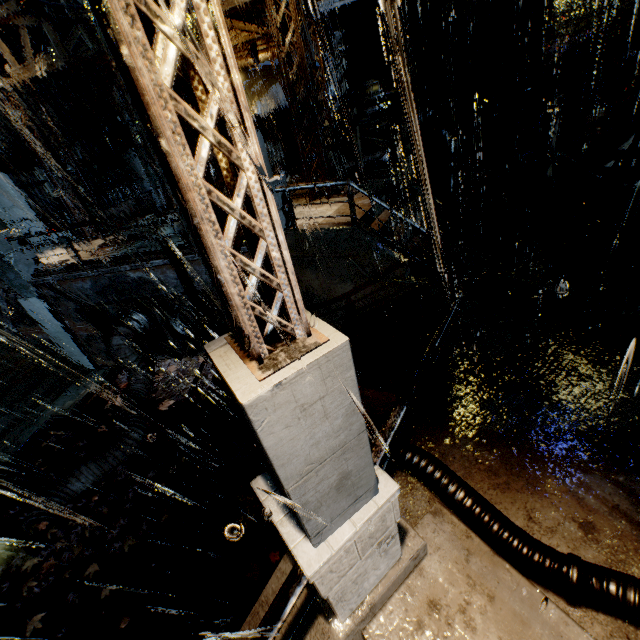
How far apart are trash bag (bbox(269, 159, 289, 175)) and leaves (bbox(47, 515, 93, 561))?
16.7 meters

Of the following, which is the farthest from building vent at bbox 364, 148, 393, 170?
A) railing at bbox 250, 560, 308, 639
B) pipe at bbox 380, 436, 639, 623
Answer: railing at bbox 250, 560, 308, 639

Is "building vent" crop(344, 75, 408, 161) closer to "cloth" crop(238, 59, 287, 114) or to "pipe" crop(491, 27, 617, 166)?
"cloth" crop(238, 59, 287, 114)

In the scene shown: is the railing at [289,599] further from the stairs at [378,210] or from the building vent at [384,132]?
the building vent at [384,132]

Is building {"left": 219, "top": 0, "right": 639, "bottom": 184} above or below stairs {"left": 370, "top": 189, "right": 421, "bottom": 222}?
above

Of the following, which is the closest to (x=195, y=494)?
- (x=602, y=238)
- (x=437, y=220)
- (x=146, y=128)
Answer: (x=146, y=128)

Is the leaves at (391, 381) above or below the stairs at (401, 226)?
below

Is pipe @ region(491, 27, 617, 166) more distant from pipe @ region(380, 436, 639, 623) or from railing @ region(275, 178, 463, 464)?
pipe @ region(380, 436, 639, 623)
